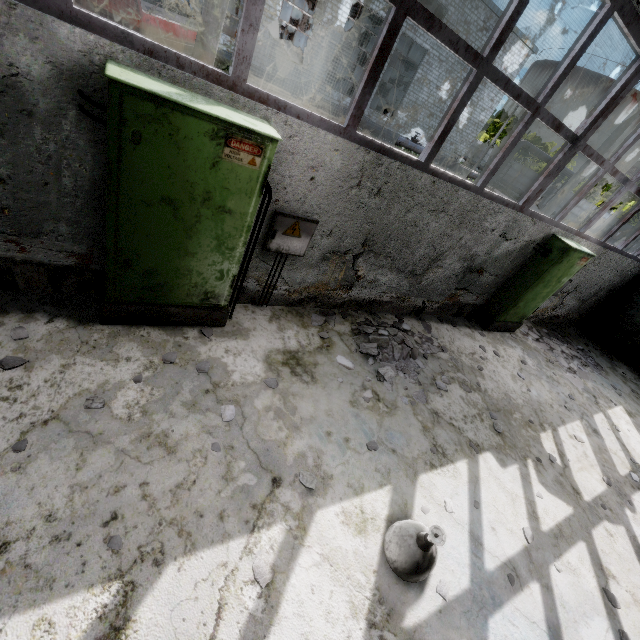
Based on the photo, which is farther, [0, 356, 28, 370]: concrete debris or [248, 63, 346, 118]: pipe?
[248, 63, 346, 118]: pipe

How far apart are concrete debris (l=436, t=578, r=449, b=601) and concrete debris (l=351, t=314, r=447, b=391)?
2.2m

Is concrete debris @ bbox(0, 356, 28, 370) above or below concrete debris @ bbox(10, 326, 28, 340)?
below

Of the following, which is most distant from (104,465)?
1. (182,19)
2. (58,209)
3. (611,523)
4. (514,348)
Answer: (182,19)

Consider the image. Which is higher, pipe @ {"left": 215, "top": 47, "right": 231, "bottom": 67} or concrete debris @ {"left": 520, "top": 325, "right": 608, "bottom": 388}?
pipe @ {"left": 215, "top": 47, "right": 231, "bottom": 67}

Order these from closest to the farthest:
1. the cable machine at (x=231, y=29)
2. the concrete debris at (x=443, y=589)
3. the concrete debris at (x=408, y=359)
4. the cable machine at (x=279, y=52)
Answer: the concrete debris at (x=443, y=589), the concrete debris at (x=408, y=359), the cable machine at (x=231, y=29), the cable machine at (x=279, y=52)

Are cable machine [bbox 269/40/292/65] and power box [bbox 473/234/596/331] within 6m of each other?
no

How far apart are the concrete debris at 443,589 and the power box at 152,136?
3.72m
